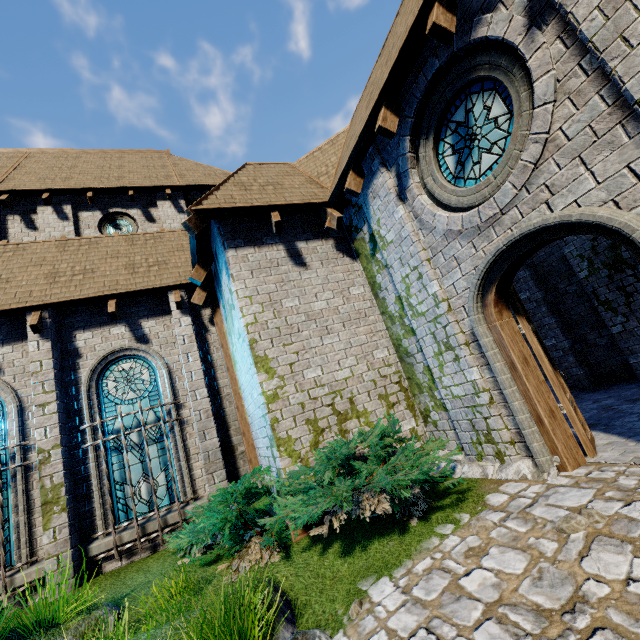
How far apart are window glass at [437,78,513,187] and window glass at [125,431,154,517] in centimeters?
772cm

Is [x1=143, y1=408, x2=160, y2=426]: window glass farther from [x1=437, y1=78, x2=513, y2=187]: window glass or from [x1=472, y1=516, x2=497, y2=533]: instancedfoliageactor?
[x1=437, y1=78, x2=513, y2=187]: window glass

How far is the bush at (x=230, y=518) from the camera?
3.8m

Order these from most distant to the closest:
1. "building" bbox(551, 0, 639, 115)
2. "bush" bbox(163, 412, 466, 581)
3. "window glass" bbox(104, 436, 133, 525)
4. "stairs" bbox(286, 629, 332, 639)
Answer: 1. "window glass" bbox(104, 436, 133, 525)
2. "bush" bbox(163, 412, 466, 581)
3. "stairs" bbox(286, 629, 332, 639)
4. "building" bbox(551, 0, 639, 115)

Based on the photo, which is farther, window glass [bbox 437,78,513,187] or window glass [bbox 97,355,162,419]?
window glass [bbox 97,355,162,419]

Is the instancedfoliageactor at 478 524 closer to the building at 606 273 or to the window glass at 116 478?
the building at 606 273

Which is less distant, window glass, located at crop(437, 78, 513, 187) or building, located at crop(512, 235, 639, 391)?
window glass, located at crop(437, 78, 513, 187)

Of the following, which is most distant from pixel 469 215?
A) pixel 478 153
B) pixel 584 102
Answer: pixel 584 102
